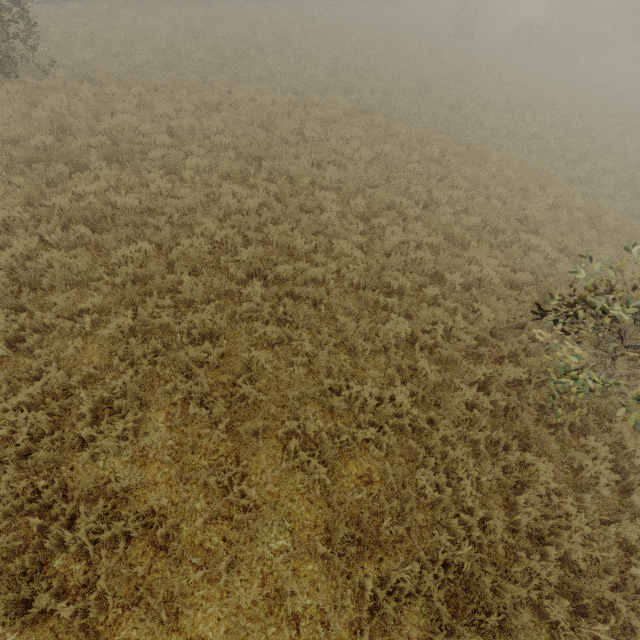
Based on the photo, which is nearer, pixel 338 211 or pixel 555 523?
pixel 555 523
